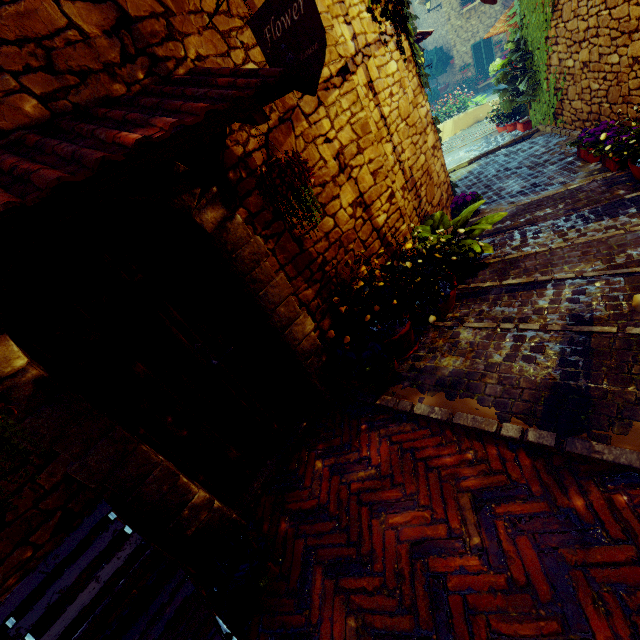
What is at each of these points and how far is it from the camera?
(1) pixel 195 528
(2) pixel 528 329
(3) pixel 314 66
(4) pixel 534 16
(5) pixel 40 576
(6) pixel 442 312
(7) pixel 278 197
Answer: (1) stone doorway, 2.3m
(2) stair, 2.7m
(3) sign post, 1.9m
(4) vines, 6.2m
(5) bench, 1.7m
(6) flower pot, 3.4m
(7) flower pot, 1.9m

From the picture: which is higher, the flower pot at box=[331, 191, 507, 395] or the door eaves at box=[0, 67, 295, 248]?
the door eaves at box=[0, 67, 295, 248]

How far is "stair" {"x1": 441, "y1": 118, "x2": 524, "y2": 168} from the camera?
8.4 meters

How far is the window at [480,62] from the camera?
18.0 meters

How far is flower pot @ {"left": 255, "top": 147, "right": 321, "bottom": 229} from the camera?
1.84m

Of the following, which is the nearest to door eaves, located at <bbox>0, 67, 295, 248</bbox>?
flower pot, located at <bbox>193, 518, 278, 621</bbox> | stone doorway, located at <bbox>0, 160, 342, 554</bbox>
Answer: stone doorway, located at <bbox>0, 160, 342, 554</bbox>

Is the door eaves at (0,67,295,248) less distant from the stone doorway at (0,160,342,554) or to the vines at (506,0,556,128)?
the stone doorway at (0,160,342,554)

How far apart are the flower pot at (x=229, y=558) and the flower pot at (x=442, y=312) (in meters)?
1.38
